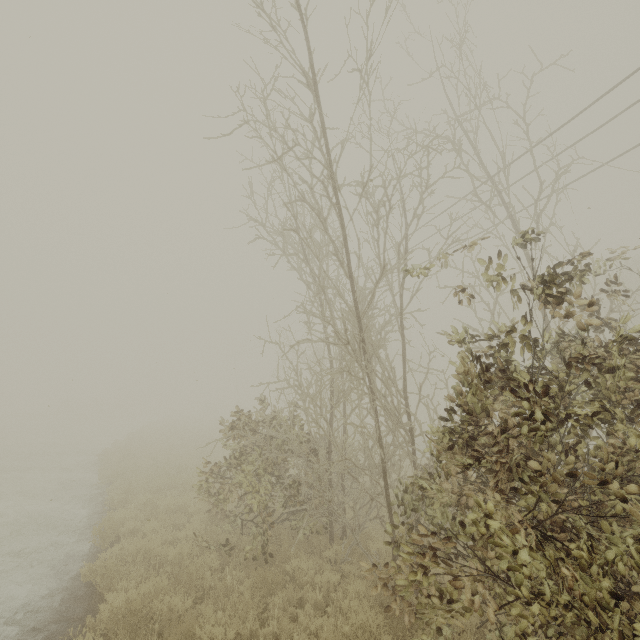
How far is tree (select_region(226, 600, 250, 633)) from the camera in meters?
5.1

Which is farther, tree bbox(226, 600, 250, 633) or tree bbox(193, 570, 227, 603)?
tree bbox(193, 570, 227, 603)

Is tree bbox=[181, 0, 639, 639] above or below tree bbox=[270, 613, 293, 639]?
above

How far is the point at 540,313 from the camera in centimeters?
3778cm

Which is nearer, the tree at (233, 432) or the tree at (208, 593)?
the tree at (233, 432)

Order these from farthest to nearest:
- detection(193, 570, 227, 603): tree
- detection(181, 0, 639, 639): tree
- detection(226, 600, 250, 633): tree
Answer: detection(193, 570, 227, 603): tree < detection(226, 600, 250, 633): tree < detection(181, 0, 639, 639): tree

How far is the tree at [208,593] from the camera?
6.0m
